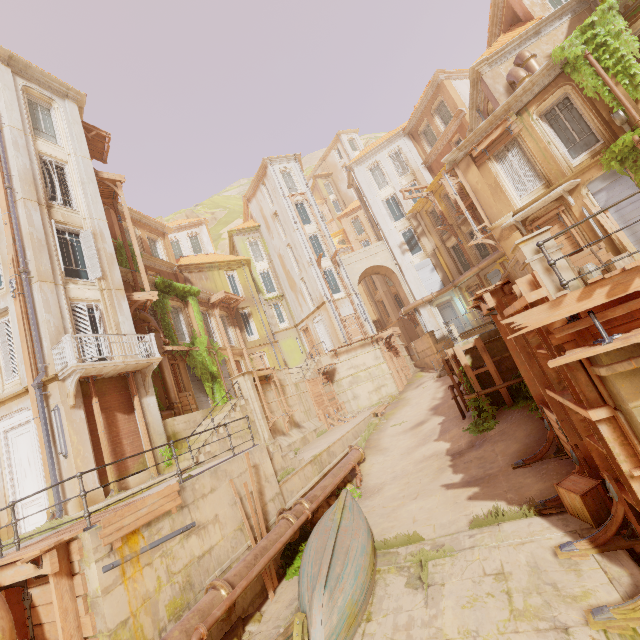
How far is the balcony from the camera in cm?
1091

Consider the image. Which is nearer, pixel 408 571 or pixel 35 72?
pixel 408 571

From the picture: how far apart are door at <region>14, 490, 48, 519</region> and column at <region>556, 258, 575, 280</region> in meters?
15.1 m

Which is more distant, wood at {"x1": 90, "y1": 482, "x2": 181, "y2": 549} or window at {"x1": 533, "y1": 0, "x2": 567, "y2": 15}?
window at {"x1": 533, "y1": 0, "x2": 567, "y2": 15}

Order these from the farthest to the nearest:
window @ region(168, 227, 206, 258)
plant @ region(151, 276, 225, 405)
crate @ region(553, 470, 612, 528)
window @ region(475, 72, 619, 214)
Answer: window @ region(168, 227, 206, 258) < plant @ region(151, 276, 225, 405) < window @ region(475, 72, 619, 214) < crate @ region(553, 470, 612, 528)

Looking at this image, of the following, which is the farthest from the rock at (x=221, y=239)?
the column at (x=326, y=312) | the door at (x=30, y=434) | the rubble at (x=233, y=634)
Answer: the rubble at (x=233, y=634)

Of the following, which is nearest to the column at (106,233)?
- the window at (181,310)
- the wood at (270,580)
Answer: the window at (181,310)

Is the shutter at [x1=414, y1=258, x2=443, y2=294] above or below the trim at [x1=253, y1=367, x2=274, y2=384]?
above
